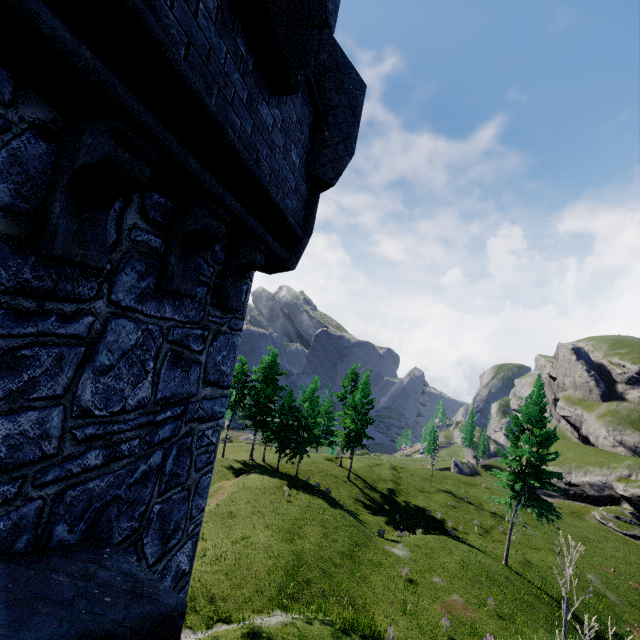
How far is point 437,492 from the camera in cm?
4069
